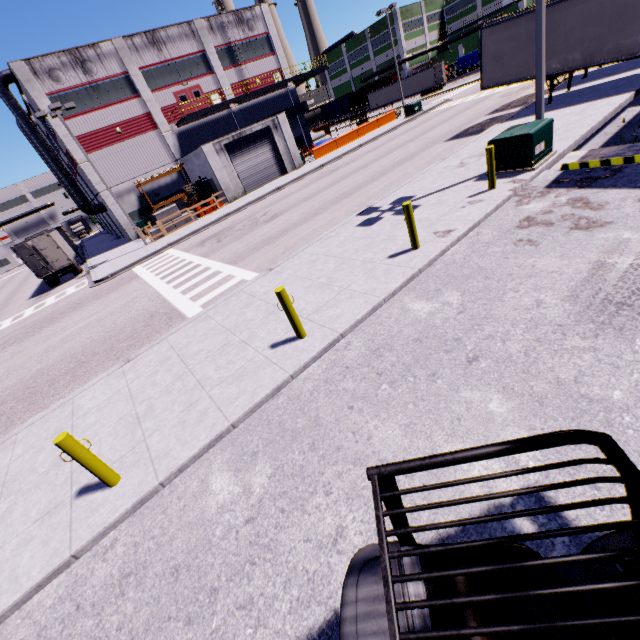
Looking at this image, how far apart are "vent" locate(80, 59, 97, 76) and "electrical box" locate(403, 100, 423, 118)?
29.2 meters

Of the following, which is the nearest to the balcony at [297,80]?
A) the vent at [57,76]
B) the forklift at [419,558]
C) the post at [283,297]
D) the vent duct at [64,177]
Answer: the post at [283,297]

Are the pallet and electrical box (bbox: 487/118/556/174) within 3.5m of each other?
no

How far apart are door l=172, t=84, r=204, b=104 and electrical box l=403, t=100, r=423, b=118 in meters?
20.8 m

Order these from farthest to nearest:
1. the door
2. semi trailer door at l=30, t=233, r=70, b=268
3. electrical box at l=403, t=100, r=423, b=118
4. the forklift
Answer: electrical box at l=403, t=100, r=423, b=118 → the door → semi trailer door at l=30, t=233, r=70, b=268 → the forklift

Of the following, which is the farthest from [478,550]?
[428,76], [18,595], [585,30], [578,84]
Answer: [428,76]

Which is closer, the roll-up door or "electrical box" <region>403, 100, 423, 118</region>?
the roll-up door

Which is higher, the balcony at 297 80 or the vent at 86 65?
the vent at 86 65
